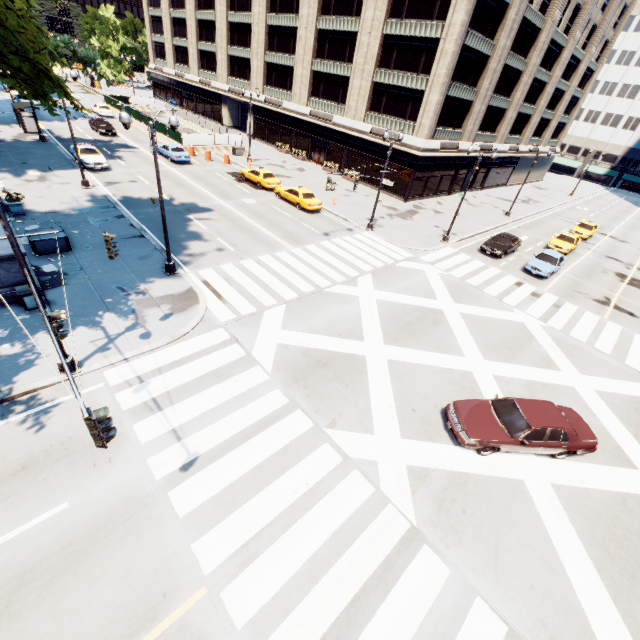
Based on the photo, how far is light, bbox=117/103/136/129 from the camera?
12.2m

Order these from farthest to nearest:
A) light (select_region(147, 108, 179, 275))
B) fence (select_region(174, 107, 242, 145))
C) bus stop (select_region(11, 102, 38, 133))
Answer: fence (select_region(174, 107, 242, 145)) < bus stop (select_region(11, 102, 38, 133)) < light (select_region(147, 108, 179, 275))

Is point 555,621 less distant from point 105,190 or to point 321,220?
point 321,220

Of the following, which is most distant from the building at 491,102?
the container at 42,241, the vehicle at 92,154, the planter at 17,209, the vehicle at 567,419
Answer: the planter at 17,209

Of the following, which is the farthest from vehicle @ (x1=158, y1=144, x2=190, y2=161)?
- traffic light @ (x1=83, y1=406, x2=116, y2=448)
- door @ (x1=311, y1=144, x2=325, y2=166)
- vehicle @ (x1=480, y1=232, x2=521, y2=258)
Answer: traffic light @ (x1=83, y1=406, x2=116, y2=448)

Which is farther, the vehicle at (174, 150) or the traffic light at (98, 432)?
the vehicle at (174, 150)

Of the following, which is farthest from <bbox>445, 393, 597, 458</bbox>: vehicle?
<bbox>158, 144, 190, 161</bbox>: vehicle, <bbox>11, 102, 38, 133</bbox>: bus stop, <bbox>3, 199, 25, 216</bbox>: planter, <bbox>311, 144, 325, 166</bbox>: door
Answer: <bbox>11, 102, 38, 133</bbox>: bus stop

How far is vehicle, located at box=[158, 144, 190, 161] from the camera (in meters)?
33.25
